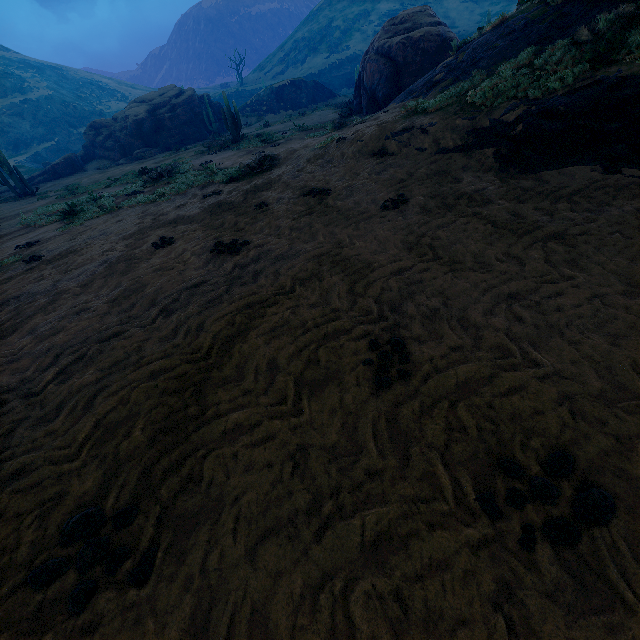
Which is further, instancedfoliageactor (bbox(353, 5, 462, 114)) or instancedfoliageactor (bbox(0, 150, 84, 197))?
instancedfoliageactor (bbox(0, 150, 84, 197))

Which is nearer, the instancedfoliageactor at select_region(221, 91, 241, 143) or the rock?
the instancedfoliageactor at select_region(221, 91, 241, 143)

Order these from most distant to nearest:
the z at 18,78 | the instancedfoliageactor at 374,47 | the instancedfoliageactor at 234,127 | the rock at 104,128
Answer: the z at 18,78 < the rock at 104,128 < the instancedfoliageactor at 234,127 < the instancedfoliageactor at 374,47

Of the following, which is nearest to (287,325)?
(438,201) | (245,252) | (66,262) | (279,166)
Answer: (245,252)

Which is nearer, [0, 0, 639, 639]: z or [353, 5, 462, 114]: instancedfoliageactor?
[0, 0, 639, 639]: z

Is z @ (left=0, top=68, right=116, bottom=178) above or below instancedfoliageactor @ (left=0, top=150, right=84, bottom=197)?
above

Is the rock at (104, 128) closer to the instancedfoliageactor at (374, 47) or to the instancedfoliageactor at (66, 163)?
the instancedfoliageactor at (374, 47)

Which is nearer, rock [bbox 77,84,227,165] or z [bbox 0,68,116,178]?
rock [bbox 77,84,227,165]
